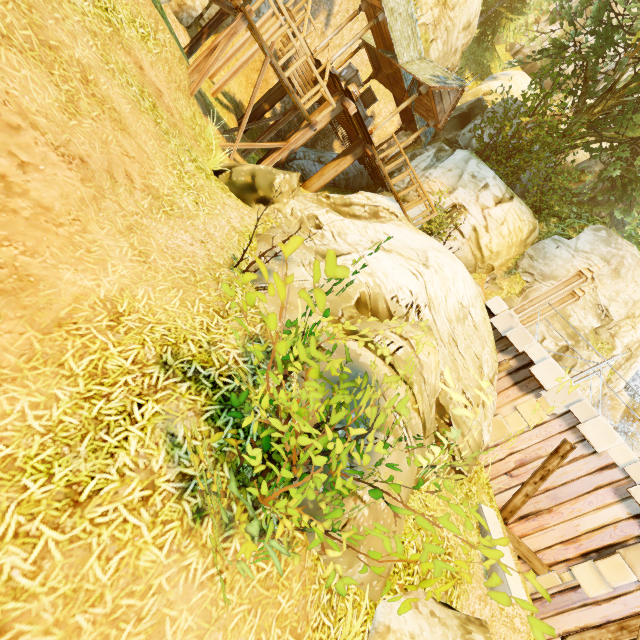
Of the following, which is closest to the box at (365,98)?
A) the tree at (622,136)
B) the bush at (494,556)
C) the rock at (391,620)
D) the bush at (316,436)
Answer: the tree at (622,136)

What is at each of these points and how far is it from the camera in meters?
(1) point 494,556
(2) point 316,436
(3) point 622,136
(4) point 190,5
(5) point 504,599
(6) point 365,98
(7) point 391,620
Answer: (1) bush, 2.1 m
(2) bush, 3.2 m
(3) tree, 13.2 m
(4) rock, 11.8 m
(5) bush, 1.8 m
(6) box, 16.7 m
(7) rock, 4.3 m

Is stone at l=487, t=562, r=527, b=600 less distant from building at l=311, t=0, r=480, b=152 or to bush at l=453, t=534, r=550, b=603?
bush at l=453, t=534, r=550, b=603

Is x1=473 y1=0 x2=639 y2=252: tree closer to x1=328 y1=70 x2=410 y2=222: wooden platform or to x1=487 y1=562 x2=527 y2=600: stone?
x1=328 y1=70 x2=410 y2=222: wooden platform

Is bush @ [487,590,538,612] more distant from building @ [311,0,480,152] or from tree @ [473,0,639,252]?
building @ [311,0,480,152]

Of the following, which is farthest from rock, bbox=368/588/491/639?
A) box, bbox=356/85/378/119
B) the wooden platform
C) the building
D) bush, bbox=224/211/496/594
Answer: box, bbox=356/85/378/119

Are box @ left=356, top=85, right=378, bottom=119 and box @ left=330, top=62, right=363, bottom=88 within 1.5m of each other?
yes

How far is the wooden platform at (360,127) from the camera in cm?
1152
